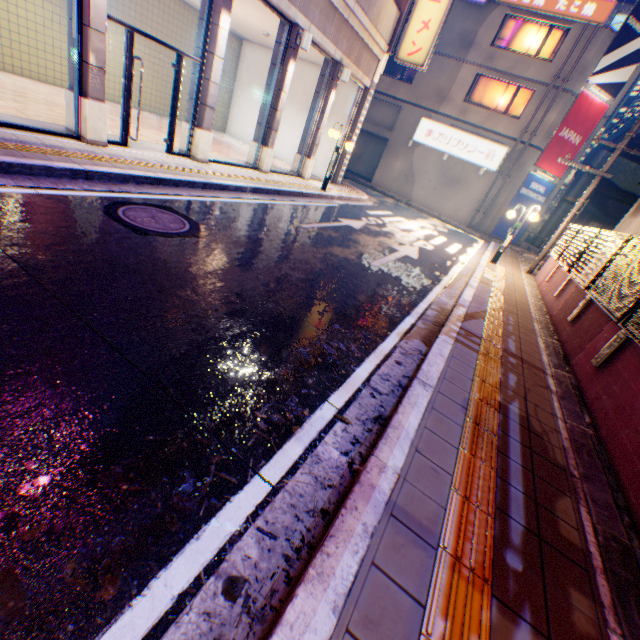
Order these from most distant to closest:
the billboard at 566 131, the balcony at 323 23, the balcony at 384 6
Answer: the billboard at 566 131 < the balcony at 384 6 < the balcony at 323 23

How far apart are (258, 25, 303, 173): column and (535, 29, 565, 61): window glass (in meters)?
17.22

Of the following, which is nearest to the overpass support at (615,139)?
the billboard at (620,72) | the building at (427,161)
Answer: the building at (427,161)

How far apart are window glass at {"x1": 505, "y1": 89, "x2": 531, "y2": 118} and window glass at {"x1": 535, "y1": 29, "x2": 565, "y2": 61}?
1.5m

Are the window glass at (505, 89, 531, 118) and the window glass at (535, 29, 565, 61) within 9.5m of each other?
yes

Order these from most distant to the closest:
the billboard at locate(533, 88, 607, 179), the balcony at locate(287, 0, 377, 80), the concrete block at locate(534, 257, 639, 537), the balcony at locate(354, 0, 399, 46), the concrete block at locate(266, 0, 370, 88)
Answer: the billboard at locate(533, 88, 607, 179) < the balcony at locate(354, 0, 399, 46) < the balcony at locate(287, 0, 377, 80) < the concrete block at locate(266, 0, 370, 88) < the concrete block at locate(534, 257, 639, 537)

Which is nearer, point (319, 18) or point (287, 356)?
point (287, 356)

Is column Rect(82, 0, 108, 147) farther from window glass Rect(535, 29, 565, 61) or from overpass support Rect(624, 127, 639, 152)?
window glass Rect(535, 29, 565, 61)
